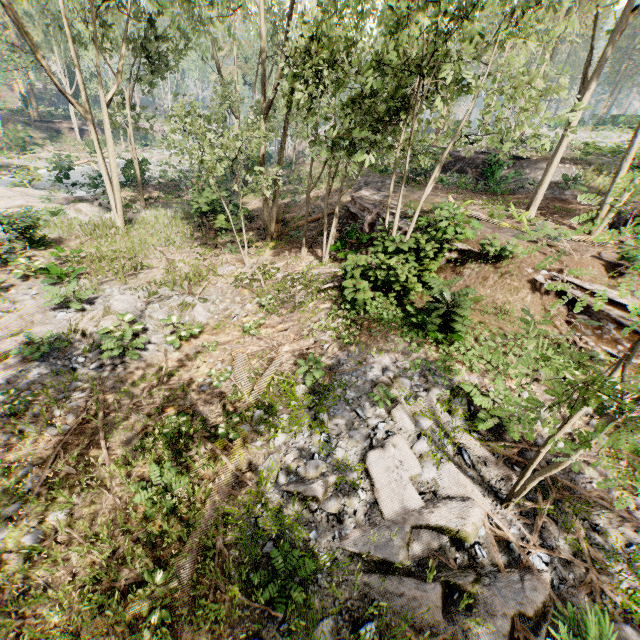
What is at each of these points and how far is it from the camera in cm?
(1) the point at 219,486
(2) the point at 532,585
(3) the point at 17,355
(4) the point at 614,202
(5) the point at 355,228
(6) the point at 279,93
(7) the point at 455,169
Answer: (1) foliage, 648
(2) foliage, 466
(3) foliage, 911
(4) foliage, 336
(5) ground embankment, 1664
(6) foliage, 4153
(7) ground embankment, 2552

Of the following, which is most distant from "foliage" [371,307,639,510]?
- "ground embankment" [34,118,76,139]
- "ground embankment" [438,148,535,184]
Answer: "ground embankment" [438,148,535,184]

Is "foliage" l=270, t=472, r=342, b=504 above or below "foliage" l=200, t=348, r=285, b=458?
above

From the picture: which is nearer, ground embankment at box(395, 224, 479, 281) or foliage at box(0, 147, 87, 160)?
ground embankment at box(395, 224, 479, 281)

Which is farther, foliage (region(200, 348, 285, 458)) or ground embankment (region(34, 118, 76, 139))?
ground embankment (region(34, 118, 76, 139))

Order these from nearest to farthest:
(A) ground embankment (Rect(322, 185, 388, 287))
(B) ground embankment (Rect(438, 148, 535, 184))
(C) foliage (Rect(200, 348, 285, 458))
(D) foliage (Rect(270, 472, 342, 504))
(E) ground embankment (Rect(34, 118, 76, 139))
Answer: (D) foliage (Rect(270, 472, 342, 504)) → (C) foliage (Rect(200, 348, 285, 458)) → (A) ground embankment (Rect(322, 185, 388, 287)) → (B) ground embankment (Rect(438, 148, 535, 184)) → (E) ground embankment (Rect(34, 118, 76, 139))

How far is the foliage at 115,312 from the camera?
9.8m

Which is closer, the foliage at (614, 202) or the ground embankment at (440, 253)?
the foliage at (614, 202)
